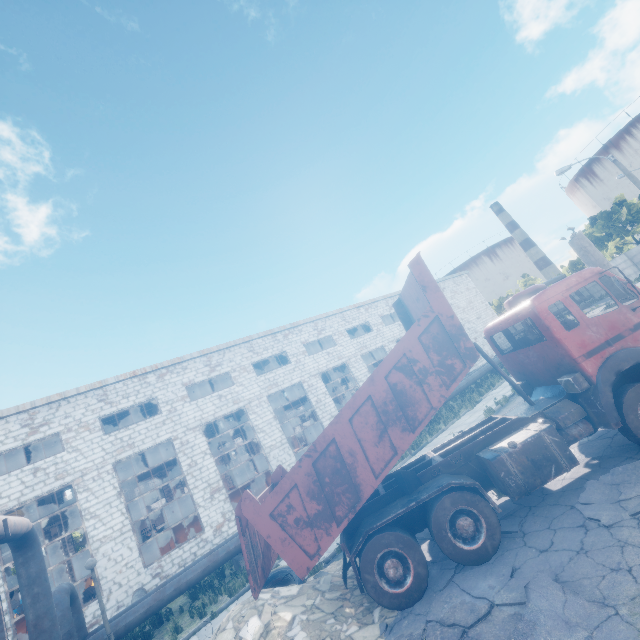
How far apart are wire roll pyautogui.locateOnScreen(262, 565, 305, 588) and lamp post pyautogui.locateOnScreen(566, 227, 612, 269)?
10.17m

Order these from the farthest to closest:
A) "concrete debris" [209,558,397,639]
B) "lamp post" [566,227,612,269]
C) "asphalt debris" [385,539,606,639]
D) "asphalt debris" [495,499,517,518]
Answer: "lamp post" [566,227,612,269]
"asphalt debris" [495,499,517,518]
"concrete debris" [209,558,397,639]
"asphalt debris" [385,539,606,639]

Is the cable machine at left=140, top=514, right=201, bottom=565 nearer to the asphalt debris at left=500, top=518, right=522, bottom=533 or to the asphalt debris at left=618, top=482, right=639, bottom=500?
the asphalt debris at left=500, top=518, right=522, bottom=533

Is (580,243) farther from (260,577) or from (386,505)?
(260,577)

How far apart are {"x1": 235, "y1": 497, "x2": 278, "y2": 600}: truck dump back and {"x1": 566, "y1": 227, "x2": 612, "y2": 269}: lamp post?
9.8 meters

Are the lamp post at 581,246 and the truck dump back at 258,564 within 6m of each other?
no

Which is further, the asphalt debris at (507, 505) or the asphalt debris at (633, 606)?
the asphalt debris at (507, 505)

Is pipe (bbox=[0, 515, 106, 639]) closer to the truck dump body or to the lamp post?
the truck dump body
